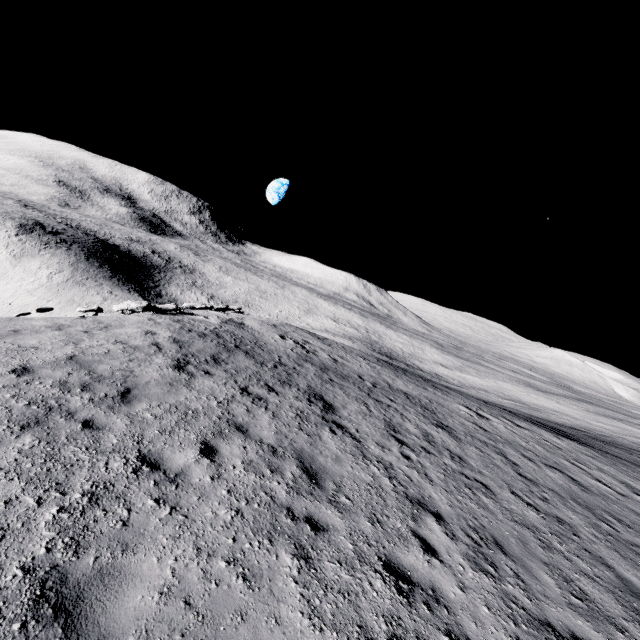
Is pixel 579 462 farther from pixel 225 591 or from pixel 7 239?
pixel 7 239
